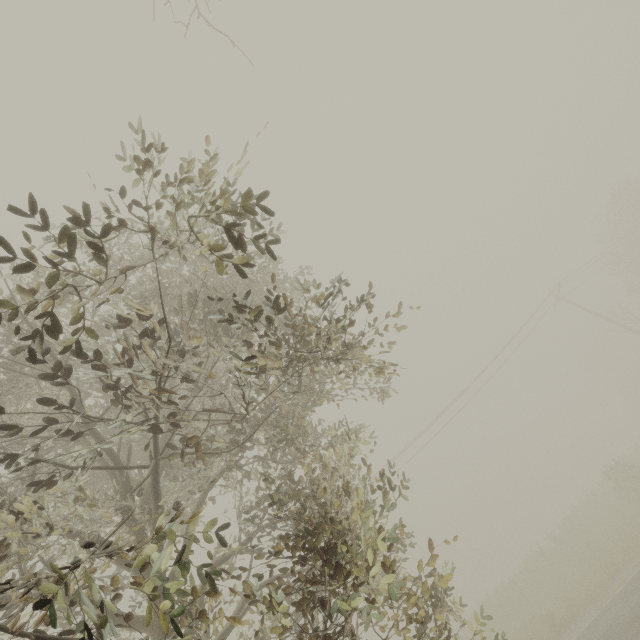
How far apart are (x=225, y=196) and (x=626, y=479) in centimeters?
2898cm
